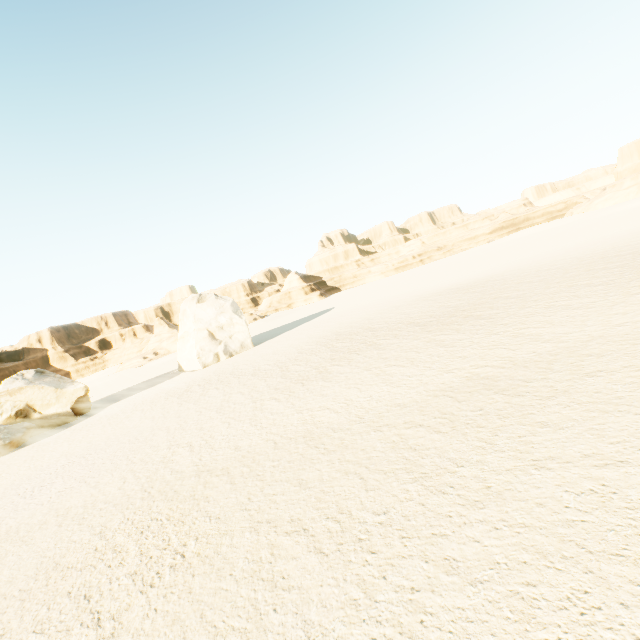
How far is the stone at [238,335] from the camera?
30.8 meters

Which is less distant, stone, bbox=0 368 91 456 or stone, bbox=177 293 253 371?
stone, bbox=0 368 91 456

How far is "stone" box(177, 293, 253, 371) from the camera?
30.8 meters

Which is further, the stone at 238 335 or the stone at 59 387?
the stone at 238 335

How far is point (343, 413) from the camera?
10.0 meters
